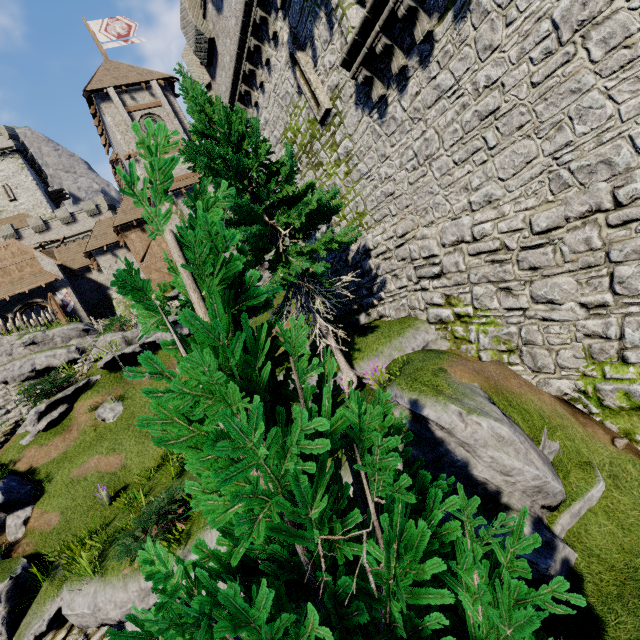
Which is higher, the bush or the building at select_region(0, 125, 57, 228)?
the building at select_region(0, 125, 57, 228)

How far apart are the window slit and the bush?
11.6 meters

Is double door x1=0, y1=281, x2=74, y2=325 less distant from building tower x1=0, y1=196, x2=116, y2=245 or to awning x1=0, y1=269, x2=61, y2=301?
awning x1=0, y1=269, x2=61, y2=301

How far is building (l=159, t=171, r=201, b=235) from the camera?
25.8 meters

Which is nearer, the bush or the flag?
the bush

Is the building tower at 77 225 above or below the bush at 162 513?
above

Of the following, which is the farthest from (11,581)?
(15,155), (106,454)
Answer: (15,155)

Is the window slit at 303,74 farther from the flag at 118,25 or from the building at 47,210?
the building at 47,210
